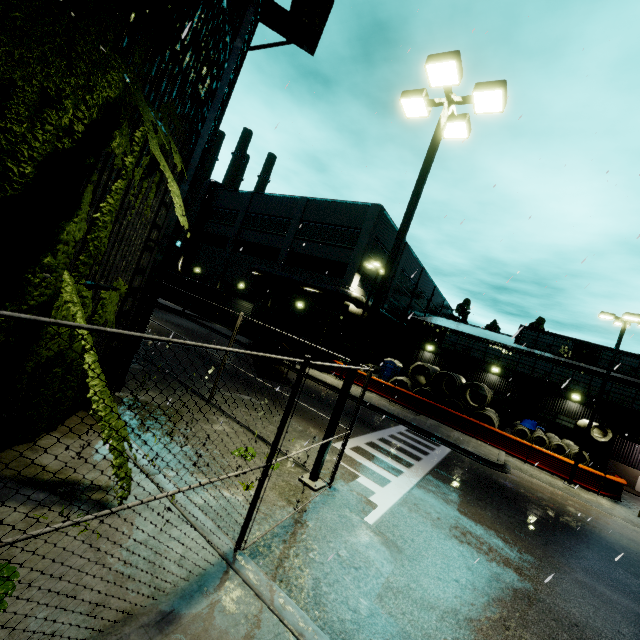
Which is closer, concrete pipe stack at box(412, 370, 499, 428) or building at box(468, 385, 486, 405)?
concrete pipe stack at box(412, 370, 499, 428)

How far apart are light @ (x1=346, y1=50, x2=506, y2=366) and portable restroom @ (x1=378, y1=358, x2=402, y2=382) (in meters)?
22.74

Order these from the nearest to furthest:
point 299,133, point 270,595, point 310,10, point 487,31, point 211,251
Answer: point 270,595 → point 299,133 → point 310,10 → point 487,31 → point 211,251

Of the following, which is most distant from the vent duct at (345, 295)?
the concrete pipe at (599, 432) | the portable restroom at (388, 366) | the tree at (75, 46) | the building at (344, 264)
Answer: the portable restroom at (388, 366)

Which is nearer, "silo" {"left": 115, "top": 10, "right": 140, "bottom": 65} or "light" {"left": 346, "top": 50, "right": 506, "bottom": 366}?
"silo" {"left": 115, "top": 10, "right": 140, "bottom": 65}

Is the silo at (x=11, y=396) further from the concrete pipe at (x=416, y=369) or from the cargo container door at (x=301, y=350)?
the cargo container door at (x=301, y=350)

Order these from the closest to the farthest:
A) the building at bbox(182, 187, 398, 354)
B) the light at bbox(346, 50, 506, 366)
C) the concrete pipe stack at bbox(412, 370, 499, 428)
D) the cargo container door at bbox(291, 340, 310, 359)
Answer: the light at bbox(346, 50, 506, 366), the cargo container door at bbox(291, 340, 310, 359), the concrete pipe stack at bbox(412, 370, 499, 428), the building at bbox(182, 187, 398, 354)

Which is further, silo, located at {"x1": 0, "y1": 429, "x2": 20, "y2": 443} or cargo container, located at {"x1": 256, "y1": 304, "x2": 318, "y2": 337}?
cargo container, located at {"x1": 256, "y1": 304, "x2": 318, "y2": 337}
